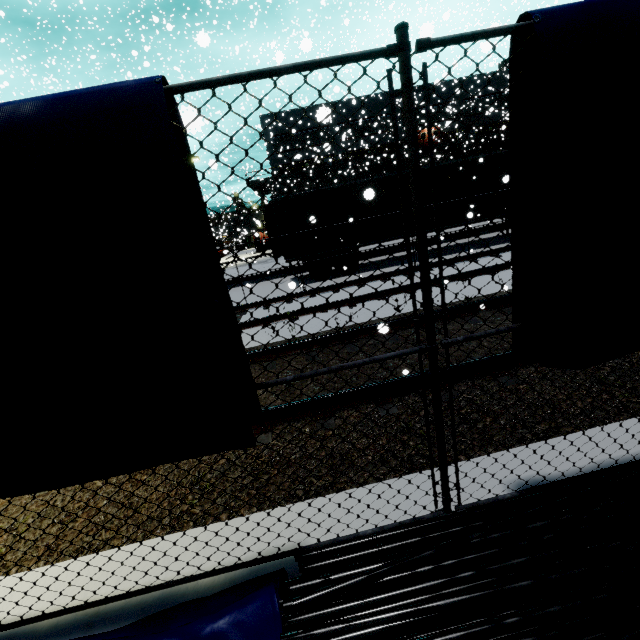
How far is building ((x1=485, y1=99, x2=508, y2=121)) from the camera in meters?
24.9

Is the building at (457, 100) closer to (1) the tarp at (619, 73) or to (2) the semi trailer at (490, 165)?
(2) the semi trailer at (490, 165)

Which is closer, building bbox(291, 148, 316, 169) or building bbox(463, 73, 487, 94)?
building bbox(291, 148, 316, 169)

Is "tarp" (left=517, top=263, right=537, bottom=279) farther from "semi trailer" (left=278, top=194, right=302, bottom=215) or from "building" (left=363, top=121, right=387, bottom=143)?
"building" (left=363, top=121, right=387, bottom=143)

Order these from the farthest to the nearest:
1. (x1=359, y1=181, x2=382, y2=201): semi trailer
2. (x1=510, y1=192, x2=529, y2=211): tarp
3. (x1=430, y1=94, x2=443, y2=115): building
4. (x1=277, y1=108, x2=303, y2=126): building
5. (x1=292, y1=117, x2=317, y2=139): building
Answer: (x1=292, y1=117, x2=317, y2=139): building → (x1=277, y1=108, x2=303, y2=126): building → (x1=430, y1=94, x2=443, y2=115): building → (x1=359, y1=181, x2=382, y2=201): semi trailer → (x1=510, y1=192, x2=529, y2=211): tarp

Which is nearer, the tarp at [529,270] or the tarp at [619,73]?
the tarp at [619,73]

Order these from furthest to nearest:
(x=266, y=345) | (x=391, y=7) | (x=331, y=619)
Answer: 1. (x=391, y=7)
2. (x=266, y=345)
3. (x=331, y=619)
